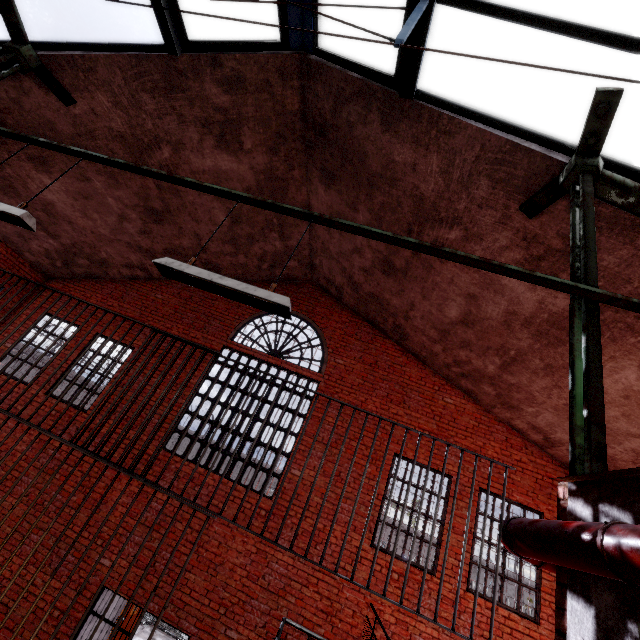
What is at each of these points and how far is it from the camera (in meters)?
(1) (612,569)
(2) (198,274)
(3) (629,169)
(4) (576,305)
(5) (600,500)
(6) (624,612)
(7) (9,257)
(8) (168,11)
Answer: (1) pipe, 1.25
(2) ceiling light, 2.47
(3) window, 3.49
(4) support beam, 2.76
(5) building, 1.75
(6) building, 1.43
(7) trim, 9.20
(8) window, 4.72

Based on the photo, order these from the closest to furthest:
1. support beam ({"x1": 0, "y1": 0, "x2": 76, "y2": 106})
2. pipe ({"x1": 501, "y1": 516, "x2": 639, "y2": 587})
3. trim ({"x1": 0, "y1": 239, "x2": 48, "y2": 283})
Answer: pipe ({"x1": 501, "y1": 516, "x2": 639, "y2": 587})
support beam ({"x1": 0, "y1": 0, "x2": 76, "y2": 106})
trim ({"x1": 0, "y1": 239, "x2": 48, "y2": 283})

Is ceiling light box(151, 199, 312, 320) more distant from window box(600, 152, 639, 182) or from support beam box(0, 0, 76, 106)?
window box(600, 152, 639, 182)

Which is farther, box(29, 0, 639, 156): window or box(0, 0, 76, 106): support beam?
box(0, 0, 76, 106): support beam

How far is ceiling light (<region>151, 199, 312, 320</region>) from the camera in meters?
2.4

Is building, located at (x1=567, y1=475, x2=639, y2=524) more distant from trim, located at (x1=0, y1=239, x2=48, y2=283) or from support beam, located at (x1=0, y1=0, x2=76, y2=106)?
trim, located at (x1=0, y1=239, x2=48, y2=283)

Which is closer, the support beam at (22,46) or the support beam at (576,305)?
the support beam at (576,305)

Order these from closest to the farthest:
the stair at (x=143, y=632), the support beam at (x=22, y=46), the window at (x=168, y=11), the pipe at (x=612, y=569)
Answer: the pipe at (x=612, y=569), the window at (x=168, y=11), the support beam at (x=22, y=46), the stair at (x=143, y=632)
